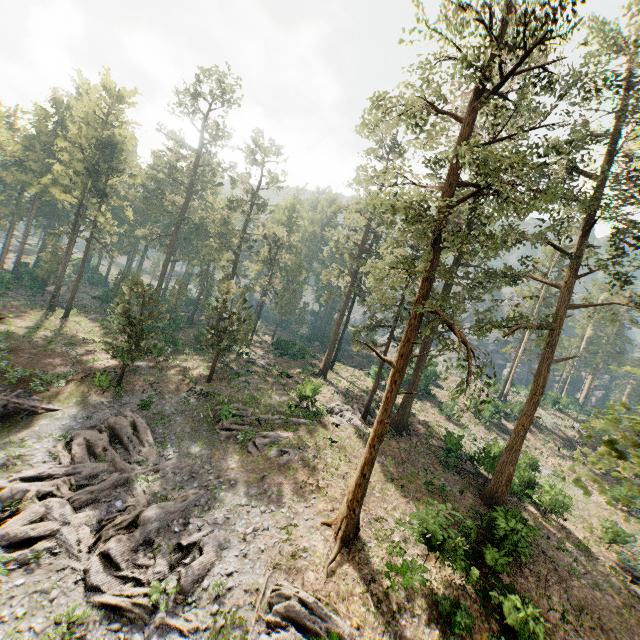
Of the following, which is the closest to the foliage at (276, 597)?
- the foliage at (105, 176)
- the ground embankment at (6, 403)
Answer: the ground embankment at (6, 403)

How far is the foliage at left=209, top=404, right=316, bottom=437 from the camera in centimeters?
2439cm

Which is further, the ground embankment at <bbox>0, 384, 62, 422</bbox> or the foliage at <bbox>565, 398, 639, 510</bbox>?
the ground embankment at <bbox>0, 384, 62, 422</bbox>

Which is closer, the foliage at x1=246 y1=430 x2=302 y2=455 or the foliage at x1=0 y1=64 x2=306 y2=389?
the foliage at x1=246 y1=430 x2=302 y2=455

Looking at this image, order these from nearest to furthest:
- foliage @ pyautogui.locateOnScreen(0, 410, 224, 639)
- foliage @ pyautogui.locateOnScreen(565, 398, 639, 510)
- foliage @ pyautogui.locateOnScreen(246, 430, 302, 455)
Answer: foliage @ pyautogui.locateOnScreen(565, 398, 639, 510) < foliage @ pyautogui.locateOnScreen(0, 410, 224, 639) < foliage @ pyautogui.locateOnScreen(246, 430, 302, 455)

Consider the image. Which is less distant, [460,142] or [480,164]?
[480,164]

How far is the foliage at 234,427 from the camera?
24.4 meters
